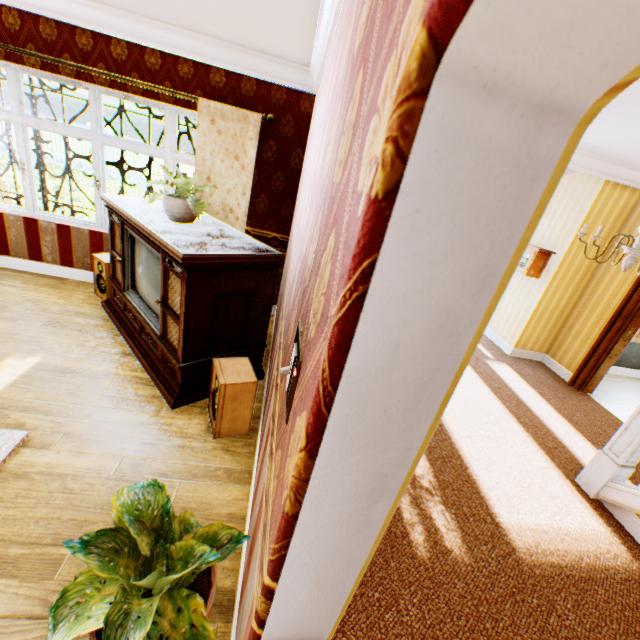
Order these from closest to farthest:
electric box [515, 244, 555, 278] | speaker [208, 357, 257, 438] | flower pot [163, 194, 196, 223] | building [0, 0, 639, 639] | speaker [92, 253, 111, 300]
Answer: building [0, 0, 639, 639] → speaker [208, 357, 257, 438] → flower pot [163, 194, 196, 223] → speaker [92, 253, 111, 300] → electric box [515, 244, 555, 278]

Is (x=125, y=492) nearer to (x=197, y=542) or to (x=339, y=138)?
(x=197, y=542)

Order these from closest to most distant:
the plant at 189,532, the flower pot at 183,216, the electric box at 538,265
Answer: the plant at 189,532 < the flower pot at 183,216 < the electric box at 538,265

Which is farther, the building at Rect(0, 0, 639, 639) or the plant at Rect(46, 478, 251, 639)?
the plant at Rect(46, 478, 251, 639)

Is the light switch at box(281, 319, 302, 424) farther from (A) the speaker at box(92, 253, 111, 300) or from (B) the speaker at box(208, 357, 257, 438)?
(A) the speaker at box(92, 253, 111, 300)

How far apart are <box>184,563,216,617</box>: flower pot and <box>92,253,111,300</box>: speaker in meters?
3.6 m

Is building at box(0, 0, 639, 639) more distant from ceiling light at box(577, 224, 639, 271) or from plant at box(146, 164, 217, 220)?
plant at box(146, 164, 217, 220)

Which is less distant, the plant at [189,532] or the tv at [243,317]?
the plant at [189,532]
